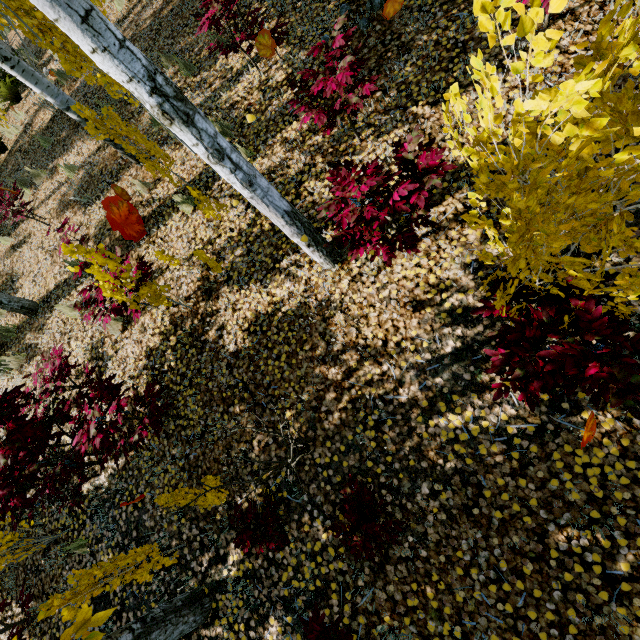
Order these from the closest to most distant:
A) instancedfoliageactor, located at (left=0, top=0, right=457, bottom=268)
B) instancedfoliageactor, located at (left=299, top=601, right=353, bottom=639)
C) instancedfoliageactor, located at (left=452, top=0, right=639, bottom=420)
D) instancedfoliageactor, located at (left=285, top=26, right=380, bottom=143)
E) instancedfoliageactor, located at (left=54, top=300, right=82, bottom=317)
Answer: instancedfoliageactor, located at (left=452, top=0, right=639, bottom=420) < instancedfoliageactor, located at (left=0, top=0, right=457, bottom=268) < instancedfoliageactor, located at (left=299, top=601, right=353, bottom=639) < instancedfoliageactor, located at (left=285, top=26, right=380, bottom=143) < instancedfoliageactor, located at (left=54, top=300, right=82, bottom=317)

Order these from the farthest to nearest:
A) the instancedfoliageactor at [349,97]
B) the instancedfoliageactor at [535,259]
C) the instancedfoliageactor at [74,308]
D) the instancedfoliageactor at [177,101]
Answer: the instancedfoliageactor at [74,308]
the instancedfoliageactor at [349,97]
the instancedfoliageactor at [177,101]
the instancedfoliageactor at [535,259]

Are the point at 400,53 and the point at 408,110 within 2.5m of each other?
yes

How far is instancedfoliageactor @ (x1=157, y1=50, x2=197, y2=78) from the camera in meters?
5.7

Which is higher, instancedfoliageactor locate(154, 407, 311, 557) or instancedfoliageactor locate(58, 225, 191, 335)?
instancedfoliageactor locate(58, 225, 191, 335)

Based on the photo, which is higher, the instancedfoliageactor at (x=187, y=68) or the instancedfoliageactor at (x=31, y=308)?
the instancedfoliageactor at (x=31, y=308)

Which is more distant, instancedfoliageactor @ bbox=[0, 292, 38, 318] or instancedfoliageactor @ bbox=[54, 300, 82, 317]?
instancedfoliageactor @ bbox=[0, 292, 38, 318]
